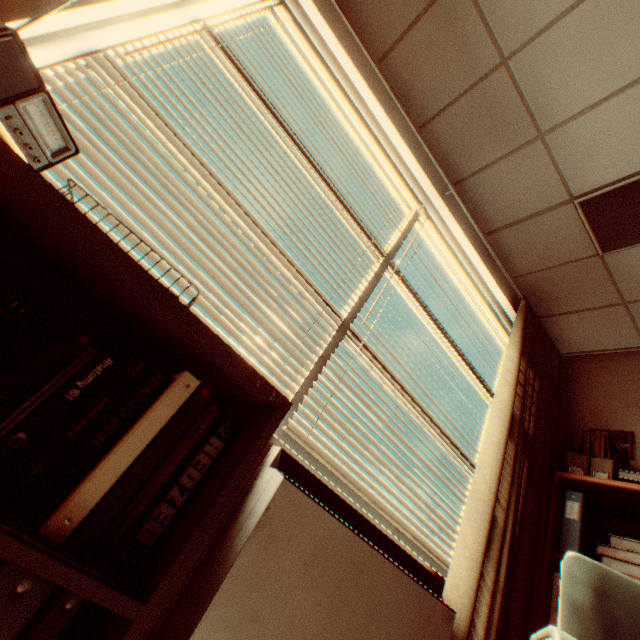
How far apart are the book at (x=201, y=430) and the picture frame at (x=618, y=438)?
3.0 meters

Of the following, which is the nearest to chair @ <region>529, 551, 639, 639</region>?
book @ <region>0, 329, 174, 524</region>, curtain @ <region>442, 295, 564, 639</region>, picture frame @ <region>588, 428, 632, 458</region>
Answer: curtain @ <region>442, 295, 564, 639</region>

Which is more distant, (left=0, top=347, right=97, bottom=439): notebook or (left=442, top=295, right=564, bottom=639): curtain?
(left=442, top=295, right=564, bottom=639): curtain

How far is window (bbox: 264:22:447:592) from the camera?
1.6m

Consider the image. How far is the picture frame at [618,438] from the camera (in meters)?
2.44

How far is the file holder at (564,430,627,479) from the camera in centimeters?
213cm

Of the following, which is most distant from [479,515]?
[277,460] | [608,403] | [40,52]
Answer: [40,52]

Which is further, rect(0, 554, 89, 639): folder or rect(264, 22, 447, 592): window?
rect(264, 22, 447, 592): window
